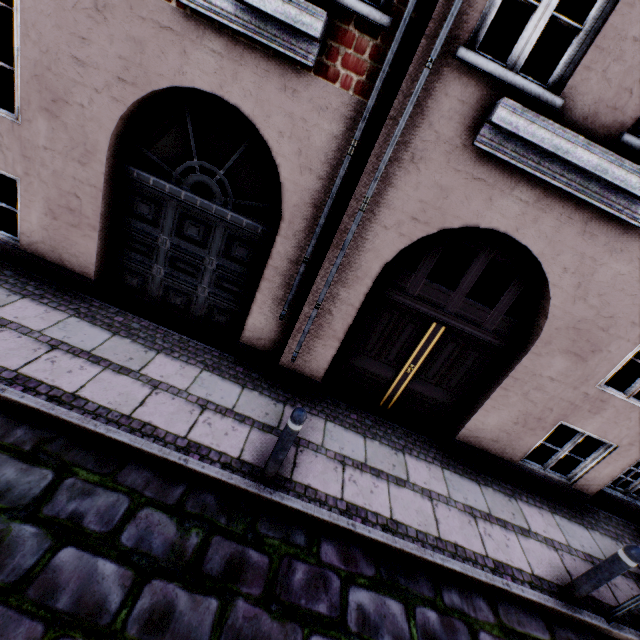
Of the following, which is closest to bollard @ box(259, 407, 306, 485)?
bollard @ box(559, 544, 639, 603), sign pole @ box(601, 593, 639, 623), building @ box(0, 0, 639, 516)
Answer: building @ box(0, 0, 639, 516)

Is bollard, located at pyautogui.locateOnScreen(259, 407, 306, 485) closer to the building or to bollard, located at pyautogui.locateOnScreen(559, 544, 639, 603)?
the building

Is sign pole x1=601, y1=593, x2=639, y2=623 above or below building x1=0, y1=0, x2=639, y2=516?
below

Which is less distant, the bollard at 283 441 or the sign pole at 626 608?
→ the bollard at 283 441

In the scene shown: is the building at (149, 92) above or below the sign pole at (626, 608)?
above

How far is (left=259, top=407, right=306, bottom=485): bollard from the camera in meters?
3.2 m

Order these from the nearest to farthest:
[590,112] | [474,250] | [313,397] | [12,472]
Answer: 1. [12,472]
2. [590,112]
3. [313,397]
4. [474,250]
